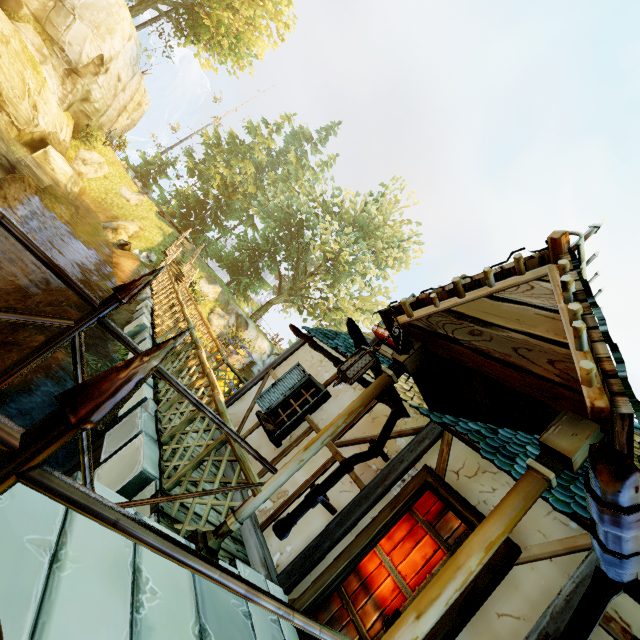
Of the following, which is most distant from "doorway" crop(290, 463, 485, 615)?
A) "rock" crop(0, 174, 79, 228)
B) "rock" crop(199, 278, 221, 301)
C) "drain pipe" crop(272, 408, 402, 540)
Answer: "rock" crop(199, 278, 221, 301)

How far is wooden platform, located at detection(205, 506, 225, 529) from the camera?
3.92m

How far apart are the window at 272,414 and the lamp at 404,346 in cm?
260

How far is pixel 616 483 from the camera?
1.58m

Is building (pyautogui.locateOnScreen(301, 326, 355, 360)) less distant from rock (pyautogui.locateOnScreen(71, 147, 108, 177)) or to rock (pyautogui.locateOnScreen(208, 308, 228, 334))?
rock (pyautogui.locateOnScreen(208, 308, 228, 334))

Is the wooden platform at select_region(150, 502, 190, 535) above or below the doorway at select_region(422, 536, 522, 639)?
below

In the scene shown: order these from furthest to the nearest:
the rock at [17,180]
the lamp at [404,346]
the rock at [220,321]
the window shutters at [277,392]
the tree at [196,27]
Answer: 1. the rock at [220,321]
2. the tree at [196,27]
3. the rock at [17,180]
4. the window shutters at [277,392]
5. the lamp at [404,346]

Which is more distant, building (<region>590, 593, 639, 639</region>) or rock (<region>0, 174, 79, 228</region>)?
rock (<region>0, 174, 79, 228</region>)
